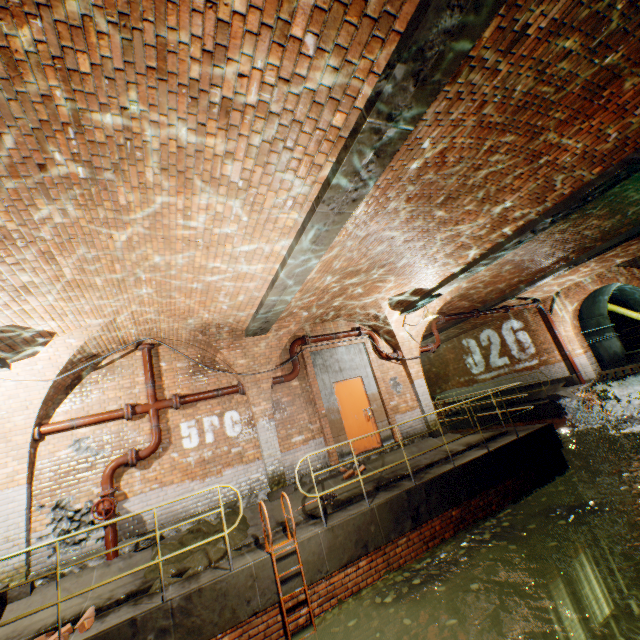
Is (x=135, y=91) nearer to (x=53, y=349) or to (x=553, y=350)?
(x=53, y=349)

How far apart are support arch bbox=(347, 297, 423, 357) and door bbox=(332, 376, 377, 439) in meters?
1.6 m

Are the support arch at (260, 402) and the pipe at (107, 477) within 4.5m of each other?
yes

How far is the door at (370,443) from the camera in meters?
9.1 m

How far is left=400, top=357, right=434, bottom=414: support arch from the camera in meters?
10.5

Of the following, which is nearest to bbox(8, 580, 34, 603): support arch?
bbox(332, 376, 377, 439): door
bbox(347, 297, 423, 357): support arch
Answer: bbox(332, 376, 377, 439): door

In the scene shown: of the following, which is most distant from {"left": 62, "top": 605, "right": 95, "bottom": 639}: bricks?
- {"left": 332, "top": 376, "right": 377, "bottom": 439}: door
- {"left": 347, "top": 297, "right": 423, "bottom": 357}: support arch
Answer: {"left": 347, "top": 297, "right": 423, "bottom": 357}: support arch
